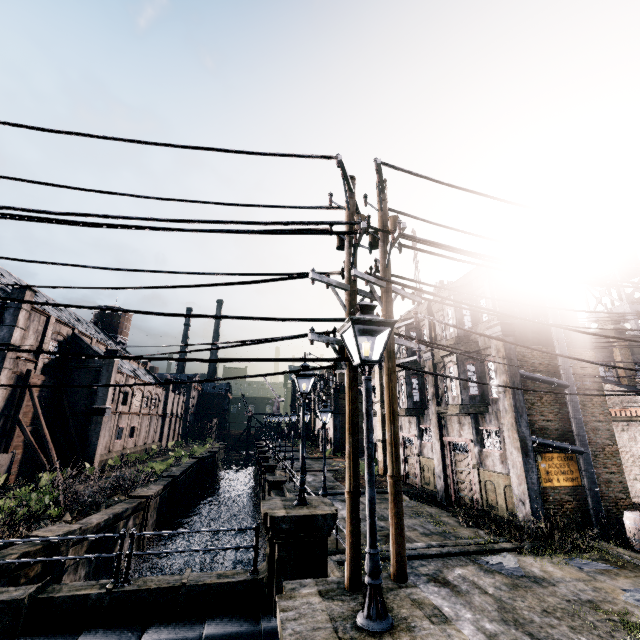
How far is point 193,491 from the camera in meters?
39.6

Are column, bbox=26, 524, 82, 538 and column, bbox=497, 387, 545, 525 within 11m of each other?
no

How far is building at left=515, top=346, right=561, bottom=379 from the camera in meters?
17.0

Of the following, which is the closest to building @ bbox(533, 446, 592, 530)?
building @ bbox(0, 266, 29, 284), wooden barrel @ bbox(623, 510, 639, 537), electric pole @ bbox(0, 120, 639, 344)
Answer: wooden barrel @ bbox(623, 510, 639, 537)

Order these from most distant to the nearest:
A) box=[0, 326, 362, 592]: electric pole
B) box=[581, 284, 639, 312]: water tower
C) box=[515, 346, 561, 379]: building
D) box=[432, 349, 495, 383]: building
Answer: box=[581, 284, 639, 312]: water tower < box=[432, 349, 495, 383]: building < box=[515, 346, 561, 379]: building < box=[0, 326, 362, 592]: electric pole

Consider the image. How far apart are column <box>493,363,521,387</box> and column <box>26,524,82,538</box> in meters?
20.6

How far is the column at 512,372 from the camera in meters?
16.0 m

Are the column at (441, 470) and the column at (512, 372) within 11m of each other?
yes
